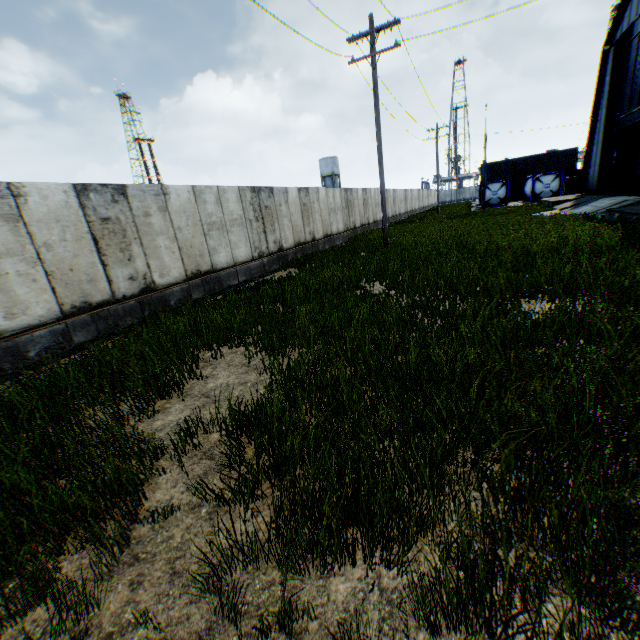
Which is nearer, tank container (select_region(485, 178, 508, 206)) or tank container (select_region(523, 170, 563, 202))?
tank container (select_region(523, 170, 563, 202))

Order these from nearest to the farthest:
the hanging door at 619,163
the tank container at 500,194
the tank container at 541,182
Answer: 1. the hanging door at 619,163
2. the tank container at 541,182
3. the tank container at 500,194

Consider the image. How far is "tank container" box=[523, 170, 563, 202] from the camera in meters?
35.7 m

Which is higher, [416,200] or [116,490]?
[416,200]

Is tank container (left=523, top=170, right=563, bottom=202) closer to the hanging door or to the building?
the building

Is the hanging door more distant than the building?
No

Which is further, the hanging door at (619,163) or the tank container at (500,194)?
the tank container at (500,194)
